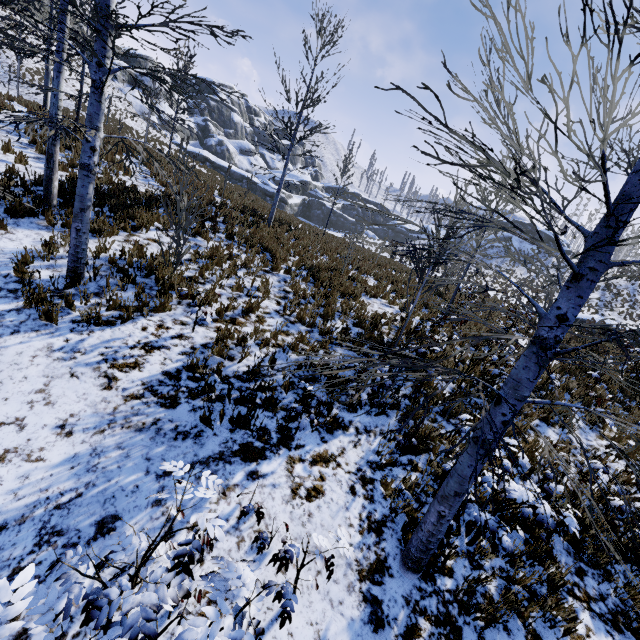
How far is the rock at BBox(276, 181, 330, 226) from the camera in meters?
50.7 m

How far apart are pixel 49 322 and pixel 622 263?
7.0 meters

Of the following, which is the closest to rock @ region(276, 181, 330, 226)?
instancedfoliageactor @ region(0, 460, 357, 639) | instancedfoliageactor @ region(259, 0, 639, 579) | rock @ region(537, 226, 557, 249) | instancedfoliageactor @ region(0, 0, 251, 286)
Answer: rock @ region(537, 226, 557, 249)

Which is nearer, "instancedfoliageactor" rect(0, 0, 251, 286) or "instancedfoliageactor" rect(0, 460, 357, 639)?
"instancedfoliageactor" rect(0, 460, 357, 639)

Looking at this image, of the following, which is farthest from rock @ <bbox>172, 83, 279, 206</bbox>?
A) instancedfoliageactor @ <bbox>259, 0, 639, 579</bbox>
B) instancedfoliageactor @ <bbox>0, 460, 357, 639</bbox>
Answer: instancedfoliageactor @ <bbox>0, 460, 357, 639</bbox>

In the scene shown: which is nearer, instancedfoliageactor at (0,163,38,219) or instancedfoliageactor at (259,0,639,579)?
instancedfoliageactor at (259,0,639,579)

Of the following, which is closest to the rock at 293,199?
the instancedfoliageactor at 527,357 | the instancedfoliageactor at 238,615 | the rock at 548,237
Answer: the rock at 548,237

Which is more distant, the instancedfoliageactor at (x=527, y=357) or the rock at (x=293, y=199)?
the rock at (x=293, y=199)
